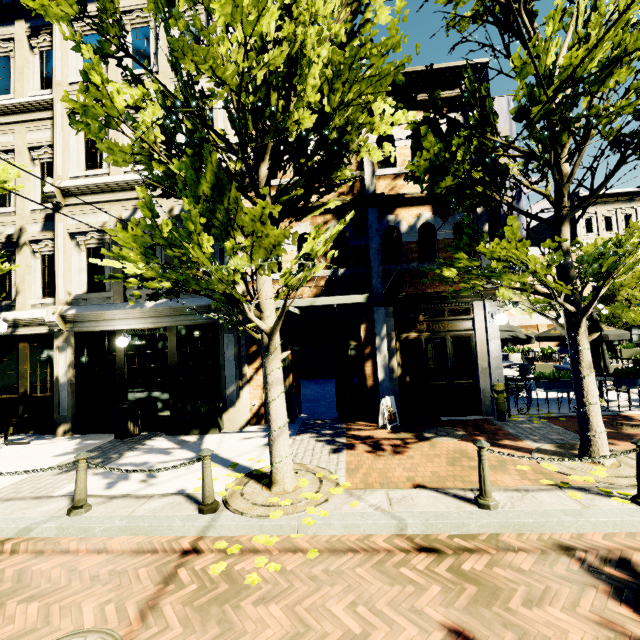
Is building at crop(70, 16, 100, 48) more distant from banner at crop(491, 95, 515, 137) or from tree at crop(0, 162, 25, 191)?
tree at crop(0, 162, 25, 191)

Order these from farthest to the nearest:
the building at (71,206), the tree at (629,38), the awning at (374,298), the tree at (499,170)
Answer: the building at (71,206) → the awning at (374,298) → the tree at (499,170) → the tree at (629,38)

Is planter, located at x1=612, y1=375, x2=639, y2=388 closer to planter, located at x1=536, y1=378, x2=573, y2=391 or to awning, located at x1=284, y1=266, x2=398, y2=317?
planter, located at x1=536, y1=378, x2=573, y2=391

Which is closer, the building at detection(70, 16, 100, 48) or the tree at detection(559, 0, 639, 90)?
the tree at detection(559, 0, 639, 90)

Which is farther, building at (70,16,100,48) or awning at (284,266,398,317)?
building at (70,16,100,48)

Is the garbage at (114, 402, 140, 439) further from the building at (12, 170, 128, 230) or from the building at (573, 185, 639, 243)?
the building at (573, 185, 639, 243)

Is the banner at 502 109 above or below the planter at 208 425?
above

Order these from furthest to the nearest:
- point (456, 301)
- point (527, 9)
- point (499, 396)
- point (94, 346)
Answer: point (94, 346), point (456, 301), point (499, 396), point (527, 9)
